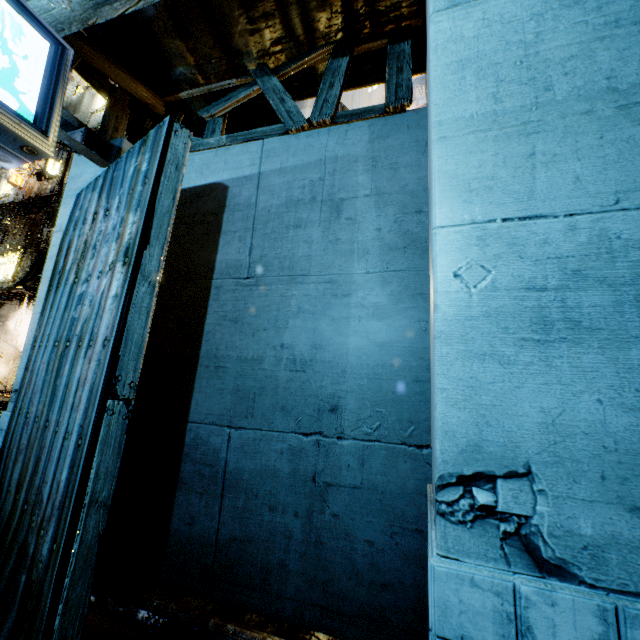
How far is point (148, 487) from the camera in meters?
4.2 m
